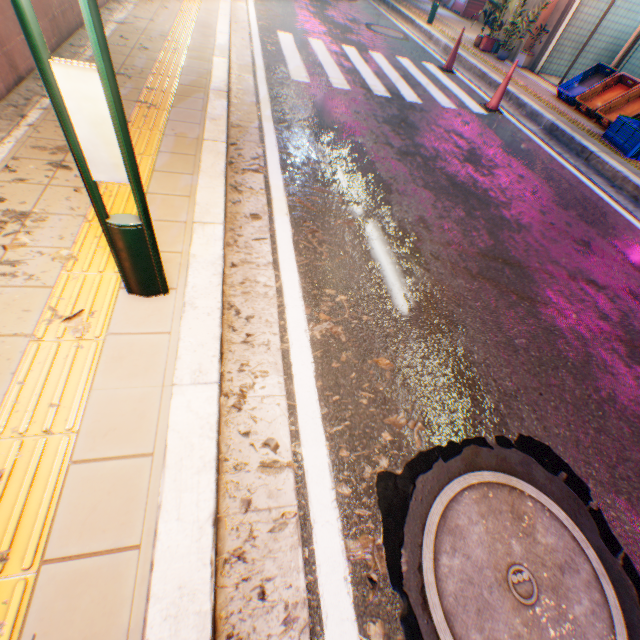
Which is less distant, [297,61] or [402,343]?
[402,343]

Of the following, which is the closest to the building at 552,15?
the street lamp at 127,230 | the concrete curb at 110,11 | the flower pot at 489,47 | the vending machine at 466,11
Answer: the flower pot at 489,47

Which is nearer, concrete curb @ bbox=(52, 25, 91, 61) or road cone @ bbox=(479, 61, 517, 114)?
concrete curb @ bbox=(52, 25, 91, 61)

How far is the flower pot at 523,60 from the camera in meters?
9.1 m

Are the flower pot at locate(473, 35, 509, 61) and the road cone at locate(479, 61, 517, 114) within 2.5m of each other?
no

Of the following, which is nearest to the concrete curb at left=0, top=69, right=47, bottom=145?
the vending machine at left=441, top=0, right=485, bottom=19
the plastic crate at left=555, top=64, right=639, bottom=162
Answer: the plastic crate at left=555, top=64, right=639, bottom=162

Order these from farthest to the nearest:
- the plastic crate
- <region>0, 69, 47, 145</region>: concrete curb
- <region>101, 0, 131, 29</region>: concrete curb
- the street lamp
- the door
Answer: the door, the plastic crate, <region>101, 0, 131, 29</region>: concrete curb, <region>0, 69, 47, 145</region>: concrete curb, the street lamp

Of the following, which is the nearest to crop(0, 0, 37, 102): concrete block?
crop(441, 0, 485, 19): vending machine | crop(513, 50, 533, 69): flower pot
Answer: crop(513, 50, 533, 69): flower pot
